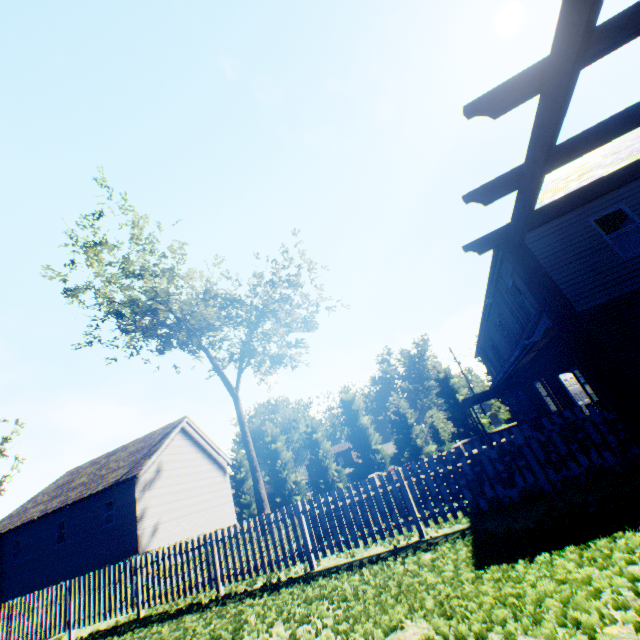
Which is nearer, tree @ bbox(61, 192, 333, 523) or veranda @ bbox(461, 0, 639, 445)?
veranda @ bbox(461, 0, 639, 445)

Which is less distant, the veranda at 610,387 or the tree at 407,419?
the veranda at 610,387

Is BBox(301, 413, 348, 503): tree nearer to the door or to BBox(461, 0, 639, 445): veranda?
the door

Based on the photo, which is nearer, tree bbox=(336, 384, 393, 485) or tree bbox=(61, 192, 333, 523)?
tree bbox=(61, 192, 333, 523)

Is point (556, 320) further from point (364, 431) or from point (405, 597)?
point (364, 431)

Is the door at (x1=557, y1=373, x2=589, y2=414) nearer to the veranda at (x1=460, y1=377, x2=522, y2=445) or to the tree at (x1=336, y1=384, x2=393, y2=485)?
the veranda at (x1=460, y1=377, x2=522, y2=445)

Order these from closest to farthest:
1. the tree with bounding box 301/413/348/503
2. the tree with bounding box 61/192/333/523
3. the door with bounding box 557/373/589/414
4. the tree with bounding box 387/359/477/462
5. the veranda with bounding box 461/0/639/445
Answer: the veranda with bounding box 461/0/639/445
the door with bounding box 557/373/589/414
the tree with bounding box 61/192/333/523
the tree with bounding box 387/359/477/462
the tree with bounding box 301/413/348/503

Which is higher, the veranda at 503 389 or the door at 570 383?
the veranda at 503 389
